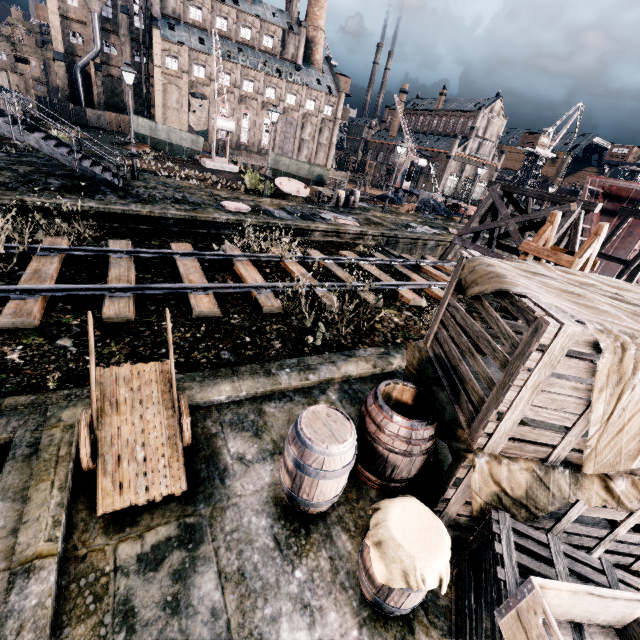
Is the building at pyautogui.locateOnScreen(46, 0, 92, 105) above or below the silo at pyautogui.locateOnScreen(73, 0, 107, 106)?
below

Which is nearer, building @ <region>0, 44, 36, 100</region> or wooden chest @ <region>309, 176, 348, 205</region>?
wooden chest @ <region>309, 176, 348, 205</region>

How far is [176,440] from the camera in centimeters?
457cm

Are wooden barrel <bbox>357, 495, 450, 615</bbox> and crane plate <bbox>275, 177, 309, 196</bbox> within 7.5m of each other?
no

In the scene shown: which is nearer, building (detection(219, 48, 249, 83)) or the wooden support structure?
the wooden support structure

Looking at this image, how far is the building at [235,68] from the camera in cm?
5818

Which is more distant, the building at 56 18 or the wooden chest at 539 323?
the building at 56 18

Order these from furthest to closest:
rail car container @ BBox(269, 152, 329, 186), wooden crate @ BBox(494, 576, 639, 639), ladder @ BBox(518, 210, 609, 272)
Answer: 1. rail car container @ BBox(269, 152, 329, 186)
2. ladder @ BBox(518, 210, 609, 272)
3. wooden crate @ BBox(494, 576, 639, 639)
